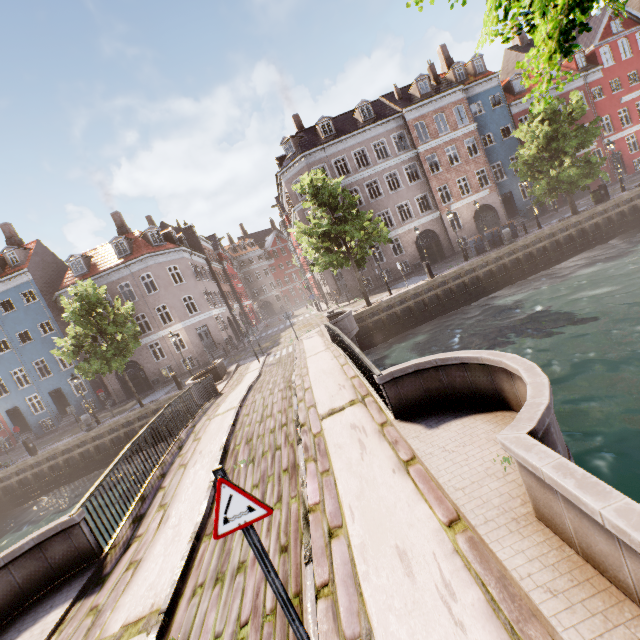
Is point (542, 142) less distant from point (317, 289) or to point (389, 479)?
point (389, 479)

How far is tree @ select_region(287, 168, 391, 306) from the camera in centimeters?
1909cm

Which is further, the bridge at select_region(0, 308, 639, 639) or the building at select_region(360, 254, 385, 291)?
the building at select_region(360, 254, 385, 291)

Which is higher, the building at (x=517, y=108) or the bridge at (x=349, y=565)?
the building at (x=517, y=108)

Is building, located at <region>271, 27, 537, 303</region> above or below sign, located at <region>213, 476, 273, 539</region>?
above

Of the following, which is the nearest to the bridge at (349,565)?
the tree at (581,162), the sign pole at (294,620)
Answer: the sign pole at (294,620)

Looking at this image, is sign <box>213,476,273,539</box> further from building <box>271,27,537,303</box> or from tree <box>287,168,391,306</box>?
Result: building <box>271,27,537,303</box>
